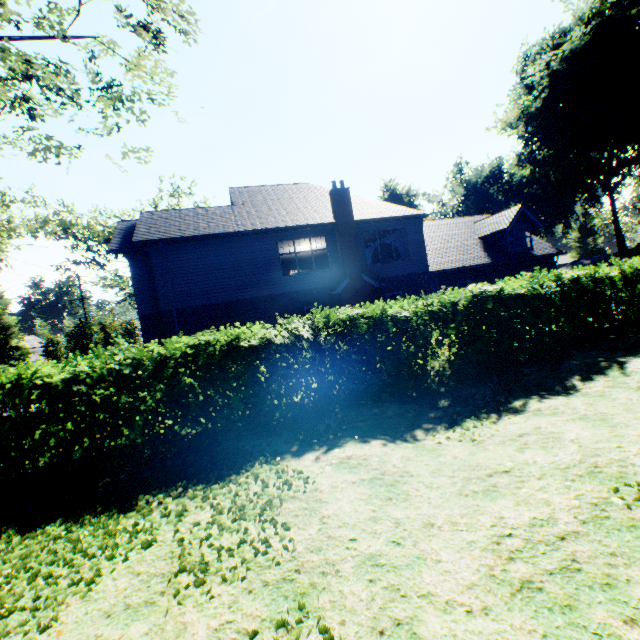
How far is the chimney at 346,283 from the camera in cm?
1750

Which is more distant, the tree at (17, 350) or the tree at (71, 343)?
the tree at (17, 350)

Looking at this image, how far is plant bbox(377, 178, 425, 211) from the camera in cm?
5631

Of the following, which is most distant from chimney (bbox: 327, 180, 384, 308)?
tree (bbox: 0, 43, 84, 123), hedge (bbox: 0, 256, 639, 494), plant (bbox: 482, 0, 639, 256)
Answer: plant (bbox: 482, 0, 639, 256)

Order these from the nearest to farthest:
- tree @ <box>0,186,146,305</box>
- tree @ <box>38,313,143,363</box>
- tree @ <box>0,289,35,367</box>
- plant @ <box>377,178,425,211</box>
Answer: tree @ <box>0,186,146,305</box>
tree @ <box>38,313,143,363</box>
tree @ <box>0,289,35,367</box>
plant @ <box>377,178,425,211</box>

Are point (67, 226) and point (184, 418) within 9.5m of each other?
no

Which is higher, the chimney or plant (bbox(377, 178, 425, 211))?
plant (bbox(377, 178, 425, 211))

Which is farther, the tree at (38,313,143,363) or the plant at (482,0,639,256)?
the tree at (38,313,143,363)
